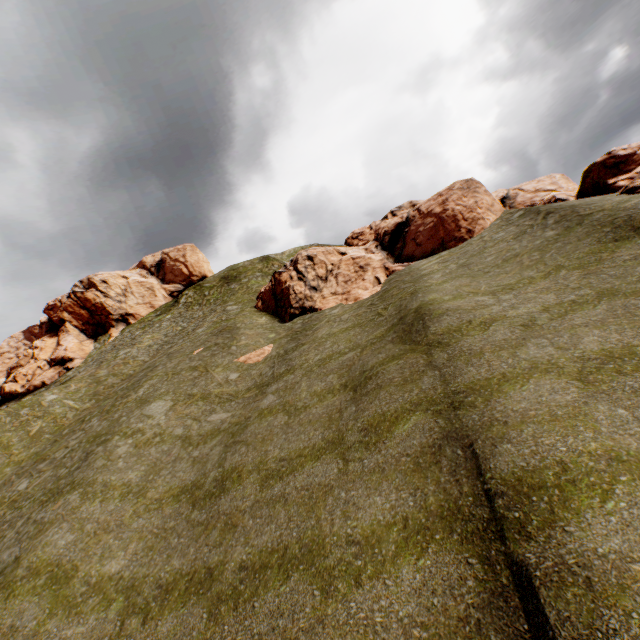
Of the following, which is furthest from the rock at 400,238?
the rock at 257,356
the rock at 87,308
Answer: the rock at 87,308

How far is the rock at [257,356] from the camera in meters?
22.2 m

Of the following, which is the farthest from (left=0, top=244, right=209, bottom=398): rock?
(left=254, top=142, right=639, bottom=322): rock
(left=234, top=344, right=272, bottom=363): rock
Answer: (left=234, top=344, right=272, bottom=363): rock

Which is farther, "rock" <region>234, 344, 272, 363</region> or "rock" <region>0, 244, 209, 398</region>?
"rock" <region>0, 244, 209, 398</region>

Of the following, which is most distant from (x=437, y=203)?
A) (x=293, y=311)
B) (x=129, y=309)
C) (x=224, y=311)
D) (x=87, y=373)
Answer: (x=129, y=309)

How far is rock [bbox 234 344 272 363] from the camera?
22.2 meters

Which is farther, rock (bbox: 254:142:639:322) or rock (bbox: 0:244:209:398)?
rock (bbox: 0:244:209:398)
